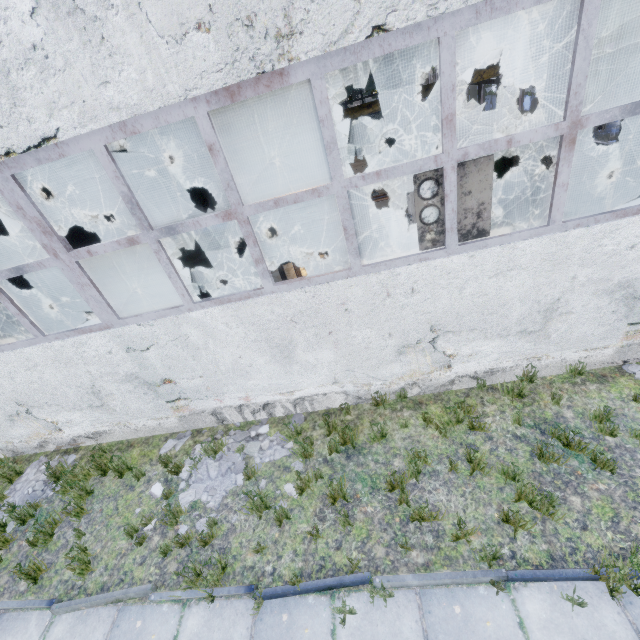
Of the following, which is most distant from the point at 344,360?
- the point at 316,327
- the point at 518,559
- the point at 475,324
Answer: the point at 518,559

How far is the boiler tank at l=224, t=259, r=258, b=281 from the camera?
10.20m

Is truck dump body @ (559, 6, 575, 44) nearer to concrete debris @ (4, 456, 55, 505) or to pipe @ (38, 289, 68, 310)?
pipe @ (38, 289, 68, 310)

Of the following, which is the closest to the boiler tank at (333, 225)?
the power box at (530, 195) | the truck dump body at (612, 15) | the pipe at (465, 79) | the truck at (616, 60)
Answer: the power box at (530, 195)

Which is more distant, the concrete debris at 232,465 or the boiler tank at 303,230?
the boiler tank at 303,230

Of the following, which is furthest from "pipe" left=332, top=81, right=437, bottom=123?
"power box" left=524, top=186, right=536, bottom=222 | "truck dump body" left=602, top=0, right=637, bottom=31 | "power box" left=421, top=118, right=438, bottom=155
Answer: "power box" left=524, top=186, right=536, bottom=222

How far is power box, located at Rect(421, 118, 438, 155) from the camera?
15.6m
